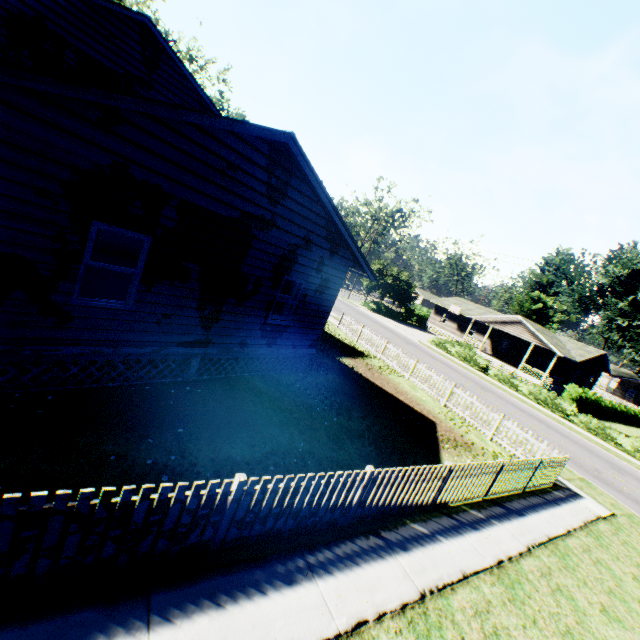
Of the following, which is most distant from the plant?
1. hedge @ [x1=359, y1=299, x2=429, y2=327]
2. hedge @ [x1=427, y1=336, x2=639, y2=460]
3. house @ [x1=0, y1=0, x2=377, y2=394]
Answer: hedge @ [x1=359, y1=299, x2=429, y2=327]

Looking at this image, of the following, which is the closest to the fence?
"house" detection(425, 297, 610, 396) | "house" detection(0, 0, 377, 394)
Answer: "house" detection(0, 0, 377, 394)

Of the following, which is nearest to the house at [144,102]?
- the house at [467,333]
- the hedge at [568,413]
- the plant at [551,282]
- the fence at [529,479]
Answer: the plant at [551,282]

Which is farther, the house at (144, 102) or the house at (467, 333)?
the house at (467, 333)

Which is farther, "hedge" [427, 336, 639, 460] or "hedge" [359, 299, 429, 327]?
"hedge" [359, 299, 429, 327]

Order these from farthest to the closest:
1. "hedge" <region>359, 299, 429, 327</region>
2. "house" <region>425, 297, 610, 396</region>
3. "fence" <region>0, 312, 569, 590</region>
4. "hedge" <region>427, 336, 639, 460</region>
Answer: "hedge" <region>359, 299, 429, 327</region>
"house" <region>425, 297, 610, 396</region>
"hedge" <region>427, 336, 639, 460</region>
"fence" <region>0, 312, 569, 590</region>

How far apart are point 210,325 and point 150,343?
1.5m

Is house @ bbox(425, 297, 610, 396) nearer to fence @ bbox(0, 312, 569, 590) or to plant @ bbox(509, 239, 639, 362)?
plant @ bbox(509, 239, 639, 362)
